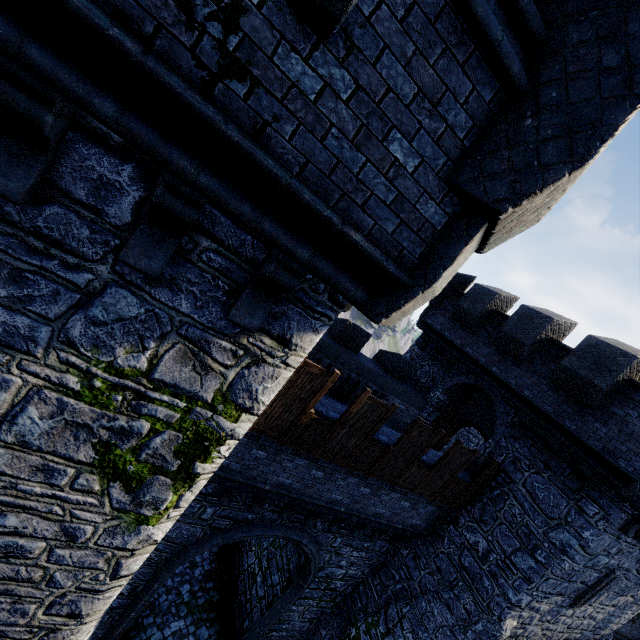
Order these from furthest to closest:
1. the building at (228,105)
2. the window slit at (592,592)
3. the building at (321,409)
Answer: the window slit at (592,592) → the building at (321,409) → the building at (228,105)

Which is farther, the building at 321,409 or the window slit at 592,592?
the window slit at 592,592

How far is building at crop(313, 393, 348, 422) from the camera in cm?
785

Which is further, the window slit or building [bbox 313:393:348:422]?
the window slit

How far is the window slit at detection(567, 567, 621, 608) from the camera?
9.8 meters

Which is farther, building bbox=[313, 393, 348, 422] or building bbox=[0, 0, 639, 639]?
building bbox=[313, 393, 348, 422]

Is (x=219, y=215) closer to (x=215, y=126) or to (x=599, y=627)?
(x=215, y=126)

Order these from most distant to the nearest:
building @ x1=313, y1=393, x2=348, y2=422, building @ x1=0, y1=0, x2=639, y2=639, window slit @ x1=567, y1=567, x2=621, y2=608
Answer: window slit @ x1=567, y1=567, x2=621, y2=608 → building @ x1=313, y1=393, x2=348, y2=422 → building @ x1=0, y1=0, x2=639, y2=639
